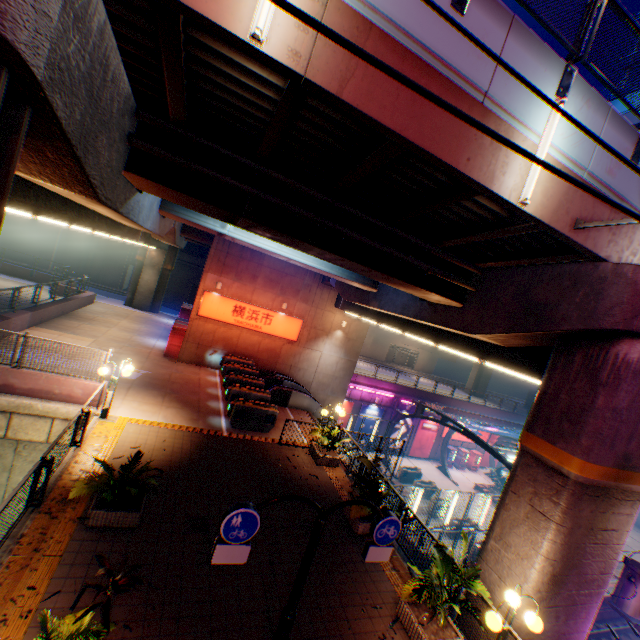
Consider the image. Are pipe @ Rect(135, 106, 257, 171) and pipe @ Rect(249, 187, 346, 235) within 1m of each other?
yes

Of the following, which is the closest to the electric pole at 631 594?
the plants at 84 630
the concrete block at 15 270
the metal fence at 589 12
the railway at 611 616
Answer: the railway at 611 616

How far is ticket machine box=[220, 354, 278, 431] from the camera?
13.9m

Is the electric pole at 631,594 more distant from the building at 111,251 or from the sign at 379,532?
the building at 111,251

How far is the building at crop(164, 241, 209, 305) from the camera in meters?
41.7

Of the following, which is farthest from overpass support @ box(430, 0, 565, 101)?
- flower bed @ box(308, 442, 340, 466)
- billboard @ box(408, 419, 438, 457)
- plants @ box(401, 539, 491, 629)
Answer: billboard @ box(408, 419, 438, 457)

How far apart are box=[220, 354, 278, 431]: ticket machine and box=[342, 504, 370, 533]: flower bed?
6.65m

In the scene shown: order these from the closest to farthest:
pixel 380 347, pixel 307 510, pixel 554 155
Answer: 1. pixel 554 155
2. pixel 307 510
3. pixel 380 347
